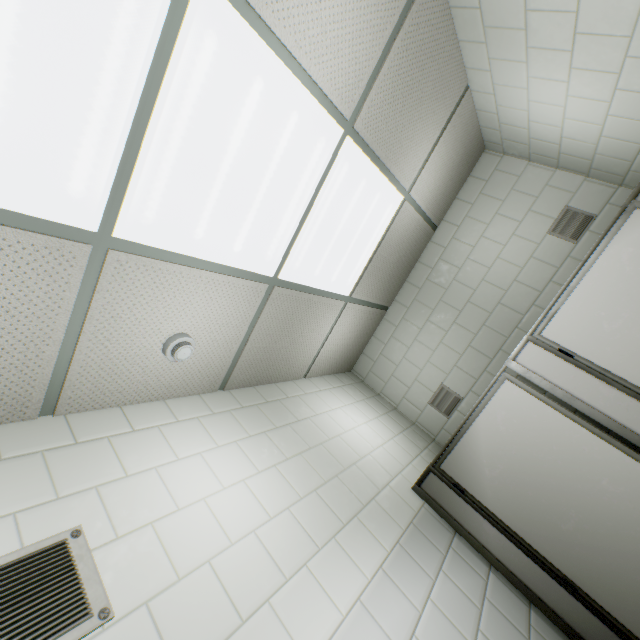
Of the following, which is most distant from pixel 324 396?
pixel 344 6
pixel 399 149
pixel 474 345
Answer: pixel 344 6

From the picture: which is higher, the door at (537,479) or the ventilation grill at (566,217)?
the ventilation grill at (566,217)

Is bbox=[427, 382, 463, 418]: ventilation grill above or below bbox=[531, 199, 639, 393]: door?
above

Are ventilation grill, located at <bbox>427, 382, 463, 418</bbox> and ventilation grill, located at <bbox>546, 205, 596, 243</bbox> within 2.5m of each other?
yes

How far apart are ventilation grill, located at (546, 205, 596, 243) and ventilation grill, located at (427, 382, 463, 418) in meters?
1.7

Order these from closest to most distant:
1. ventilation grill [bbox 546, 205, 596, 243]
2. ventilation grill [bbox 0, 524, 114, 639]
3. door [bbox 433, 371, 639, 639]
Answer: ventilation grill [bbox 0, 524, 114, 639] < door [bbox 433, 371, 639, 639] < ventilation grill [bbox 546, 205, 596, 243]

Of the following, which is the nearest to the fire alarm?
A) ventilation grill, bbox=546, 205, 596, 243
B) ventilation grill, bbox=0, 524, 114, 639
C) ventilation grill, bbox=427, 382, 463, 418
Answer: → ventilation grill, bbox=0, 524, 114, 639

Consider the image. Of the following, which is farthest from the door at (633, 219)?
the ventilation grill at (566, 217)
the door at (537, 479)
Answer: the ventilation grill at (566, 217)
